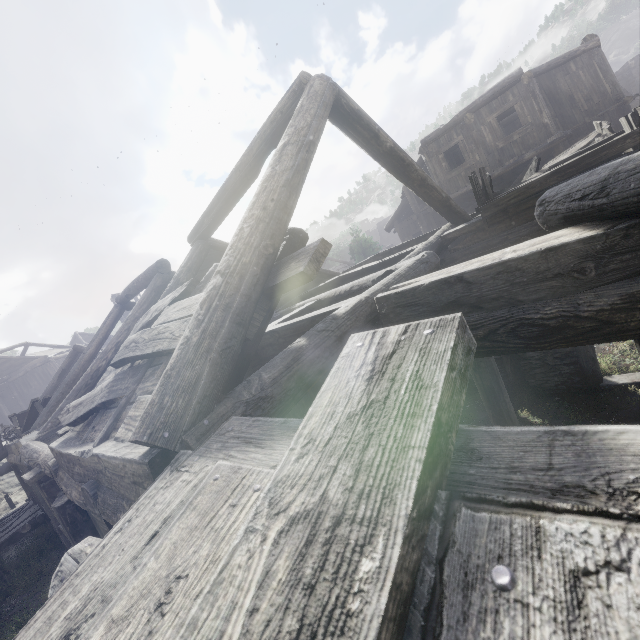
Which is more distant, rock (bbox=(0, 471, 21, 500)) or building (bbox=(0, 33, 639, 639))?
rock (bbox=(0, 471, 21, 500))

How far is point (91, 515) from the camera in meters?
4.7

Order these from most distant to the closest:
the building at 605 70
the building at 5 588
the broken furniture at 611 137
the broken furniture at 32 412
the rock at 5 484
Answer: the rock at 5 484 < the building at 5 588 < the broken furniture at 32 412 < the broken furniture at 611 137 < the building at 605 70

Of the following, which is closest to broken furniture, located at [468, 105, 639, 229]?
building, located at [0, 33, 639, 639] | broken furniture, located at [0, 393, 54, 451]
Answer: building, located at [0, 33, 639, 639]

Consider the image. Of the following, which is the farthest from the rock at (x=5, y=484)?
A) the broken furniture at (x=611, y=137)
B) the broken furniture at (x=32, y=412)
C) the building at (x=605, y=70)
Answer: the broken furniture at (x=611, y=137)

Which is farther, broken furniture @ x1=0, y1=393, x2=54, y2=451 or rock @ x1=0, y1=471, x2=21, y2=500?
rock @ x1=0, y1=471, x2=21, y2=500

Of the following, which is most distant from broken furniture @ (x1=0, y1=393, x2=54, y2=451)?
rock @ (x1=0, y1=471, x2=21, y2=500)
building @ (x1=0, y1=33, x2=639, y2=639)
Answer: rock @ (x1=0, y1=471, x2=21, y2=500)

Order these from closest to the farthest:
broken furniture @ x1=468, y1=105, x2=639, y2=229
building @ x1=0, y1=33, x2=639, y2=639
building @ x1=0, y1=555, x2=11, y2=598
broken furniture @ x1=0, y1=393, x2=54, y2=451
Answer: building @ x1=0, y1=33, x2=639, y2=639 → broken furniture @ x1=468, y1=105, x2=639, y2=229 → broken furniture @ x1=0, y1=393, x2=54, y2=451 → building @ x1=0, y1=555, x2=11, y2=598
